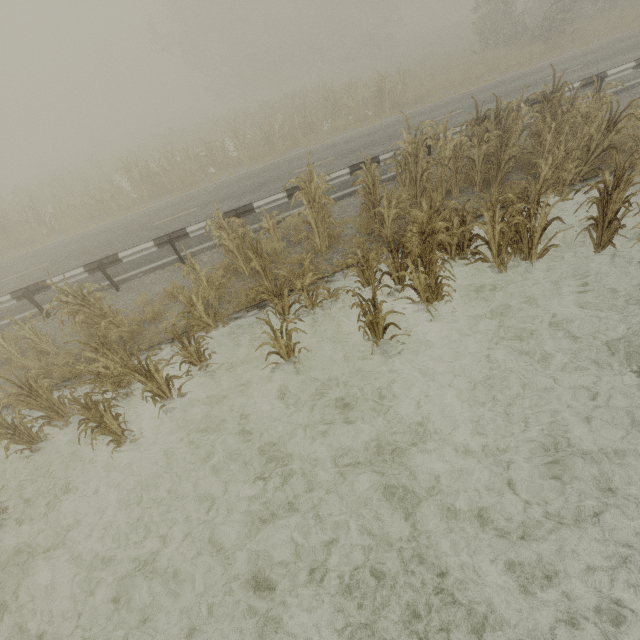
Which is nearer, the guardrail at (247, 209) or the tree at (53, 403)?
the tree at (53, 403)

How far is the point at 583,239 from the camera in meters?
6.5

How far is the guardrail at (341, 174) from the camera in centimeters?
945cm

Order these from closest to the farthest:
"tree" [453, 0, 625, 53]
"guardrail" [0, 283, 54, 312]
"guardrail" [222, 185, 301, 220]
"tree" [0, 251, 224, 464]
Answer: "tree" [0, 251, 224, 464]
"guardrail" [0, 283, 54, 312]
"guardrail" [222, 185, 301, 220]
"tree" [453, 0, 625, 53]

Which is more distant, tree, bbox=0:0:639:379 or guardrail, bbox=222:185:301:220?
guardrail, bbox=222:185:301:220

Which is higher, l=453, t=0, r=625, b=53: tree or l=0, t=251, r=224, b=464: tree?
l=453, t=0, r=625, b=53: tree

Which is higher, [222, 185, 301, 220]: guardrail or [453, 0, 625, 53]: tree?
[453, 0, 625, 53]: tree

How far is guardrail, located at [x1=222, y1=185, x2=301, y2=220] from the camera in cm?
920
